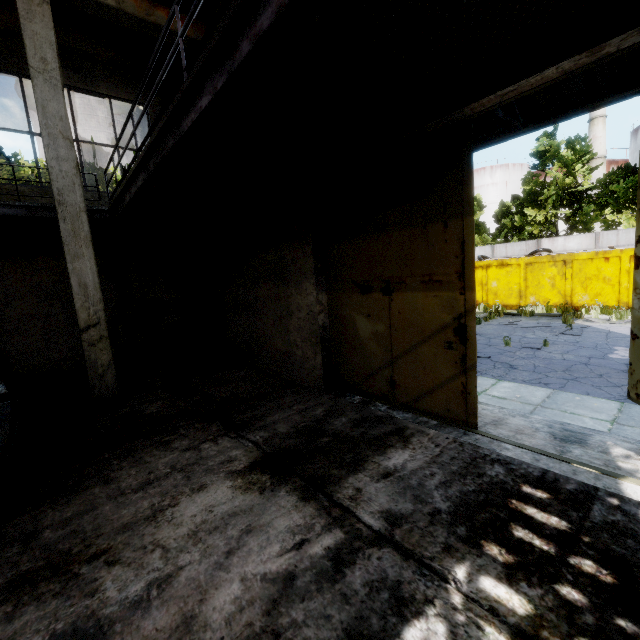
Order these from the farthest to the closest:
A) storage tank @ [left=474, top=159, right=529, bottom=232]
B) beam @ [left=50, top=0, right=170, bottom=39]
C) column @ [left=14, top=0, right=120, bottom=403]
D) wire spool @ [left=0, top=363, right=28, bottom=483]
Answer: storage tank @ [left=474, top=159, right=529, bottom=232] < beam @ [left=50, top=0, right=170, bottom=39] < column @ [left=14, top=0, right=120, bottom=403] < wire spool @ [left=0, top=363, right=28, bottom=483]

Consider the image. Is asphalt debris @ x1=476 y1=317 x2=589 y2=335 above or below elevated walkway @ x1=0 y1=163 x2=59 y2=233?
below

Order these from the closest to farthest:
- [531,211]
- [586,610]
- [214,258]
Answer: [586,610] → [214,258] → [531,211]

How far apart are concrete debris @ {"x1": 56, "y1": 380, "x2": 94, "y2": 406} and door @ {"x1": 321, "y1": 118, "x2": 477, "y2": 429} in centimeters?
400cm

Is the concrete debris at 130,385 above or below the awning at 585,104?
below

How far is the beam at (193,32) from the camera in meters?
7.3 m

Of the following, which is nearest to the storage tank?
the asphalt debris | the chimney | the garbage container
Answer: the chimney
